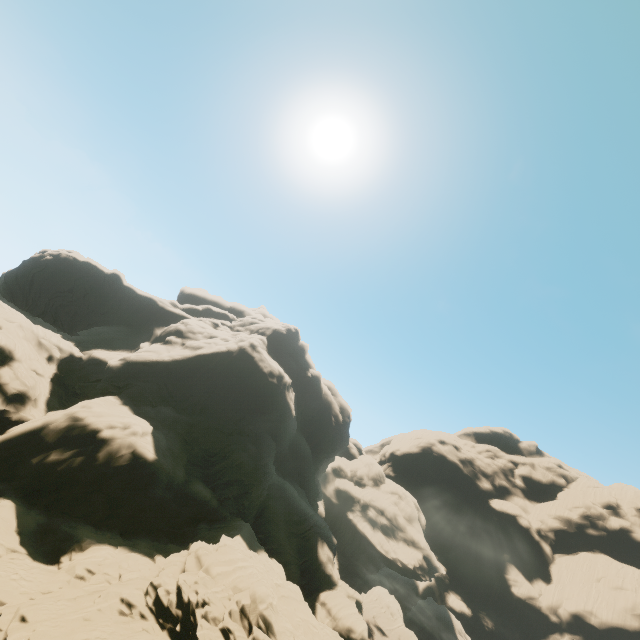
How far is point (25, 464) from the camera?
23.6m
